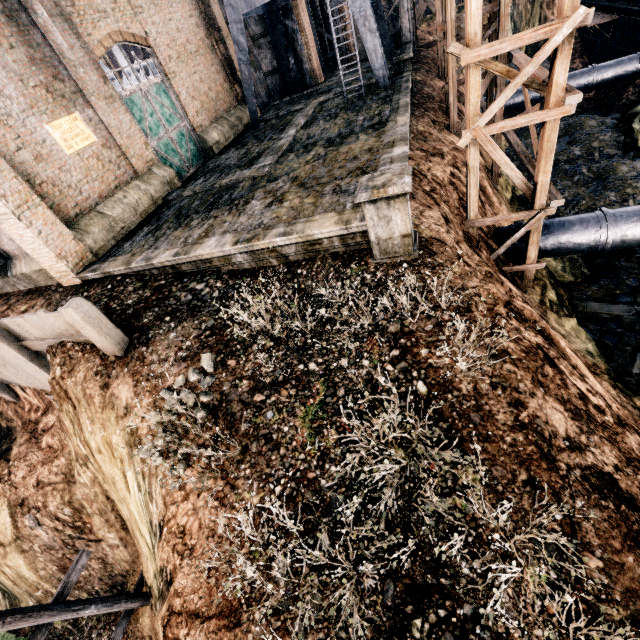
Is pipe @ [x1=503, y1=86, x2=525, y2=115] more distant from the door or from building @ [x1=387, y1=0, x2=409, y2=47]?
the door

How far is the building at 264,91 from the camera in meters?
26.1

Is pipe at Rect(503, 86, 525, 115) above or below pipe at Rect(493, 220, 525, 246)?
below

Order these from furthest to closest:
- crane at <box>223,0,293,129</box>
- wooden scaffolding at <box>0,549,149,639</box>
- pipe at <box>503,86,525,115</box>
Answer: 1. pipe at <box>503,86,525,115</box>
2. crane at <box>223,0,293,129</box>
3. wooden scaffolding at <box>0,549,149,639</box>

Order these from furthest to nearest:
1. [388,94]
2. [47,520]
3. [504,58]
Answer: [388,94] < [504,58] < [47,520]

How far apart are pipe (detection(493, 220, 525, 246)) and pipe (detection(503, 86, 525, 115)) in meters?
18.4 m

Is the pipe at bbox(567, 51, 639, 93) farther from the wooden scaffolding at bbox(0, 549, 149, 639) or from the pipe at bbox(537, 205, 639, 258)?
the wooden scaffolding at bbox(0, 549, 149, 639)

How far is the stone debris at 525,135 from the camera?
22.7 meters
